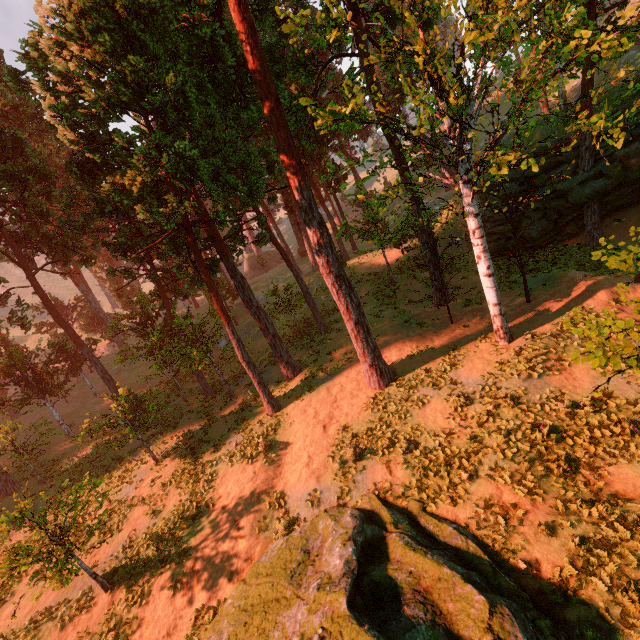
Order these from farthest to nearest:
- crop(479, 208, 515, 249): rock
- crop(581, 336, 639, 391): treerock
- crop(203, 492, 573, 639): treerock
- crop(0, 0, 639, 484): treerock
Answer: crop(479, 208, 515, 249): rock → crop(0, 0, 639, 484): treerock → crop(203, 492, 573, 639): treerock → crop(581, 336, 639, 391): treerock

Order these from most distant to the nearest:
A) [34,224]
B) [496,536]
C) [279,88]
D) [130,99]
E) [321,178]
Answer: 1. [34,224]
2. [279,88]
3. [321,178]
4. [130,99]
5. [496,536]

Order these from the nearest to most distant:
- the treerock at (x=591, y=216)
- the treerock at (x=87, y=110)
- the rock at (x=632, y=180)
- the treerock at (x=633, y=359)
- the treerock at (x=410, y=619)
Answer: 1. the treerock at (x=633, y=359)
2. the treerock at (x=410, y=619)
3. the treerock at (x=87, y=110)
4. the rock at (x=632, y=180)
5. the treerock at (x=591, y=216)

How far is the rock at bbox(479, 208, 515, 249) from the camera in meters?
24.9 m

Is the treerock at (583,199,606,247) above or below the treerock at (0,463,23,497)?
above

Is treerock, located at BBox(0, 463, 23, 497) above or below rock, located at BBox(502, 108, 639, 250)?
below

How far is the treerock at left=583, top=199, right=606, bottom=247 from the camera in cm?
2083

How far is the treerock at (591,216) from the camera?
20.8 meters
